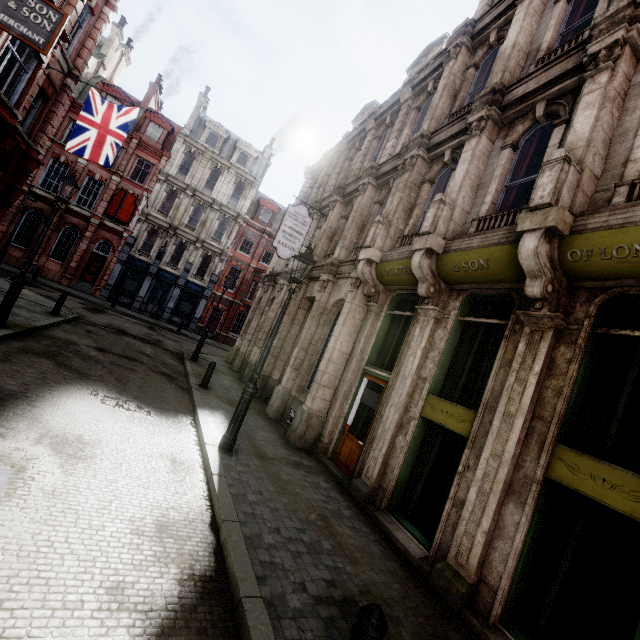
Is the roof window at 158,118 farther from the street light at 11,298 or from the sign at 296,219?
the sign at 296,219

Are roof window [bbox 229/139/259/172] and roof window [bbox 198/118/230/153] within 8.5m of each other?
yes

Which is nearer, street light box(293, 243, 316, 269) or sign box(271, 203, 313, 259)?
street light box(293, 243, 316, 269)

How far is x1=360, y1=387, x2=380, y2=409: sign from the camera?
8.2 meters

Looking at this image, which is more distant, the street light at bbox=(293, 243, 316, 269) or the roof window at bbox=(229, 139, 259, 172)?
the roof window at bbox=(229, 139, 259, 172)

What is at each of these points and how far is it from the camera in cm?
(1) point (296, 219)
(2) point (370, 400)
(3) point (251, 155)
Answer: (1) sign, 1377
(2) sign, 847
(3) roof window, 3288

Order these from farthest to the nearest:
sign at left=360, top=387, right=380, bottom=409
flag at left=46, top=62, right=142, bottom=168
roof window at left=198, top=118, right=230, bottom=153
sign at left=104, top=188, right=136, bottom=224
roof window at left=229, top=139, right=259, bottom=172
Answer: roof window at left=229, top=139, right=259, bottom=172 → roof window at left=198, top=118, right=230, bottom=153 → sign at left=104, top=188, right=136, bottom=224 → flag at left=46, top=62, right=142, bottom=168 → sign at left=360, top=387, right=380, bottom=409

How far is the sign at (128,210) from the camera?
26.7 meters
